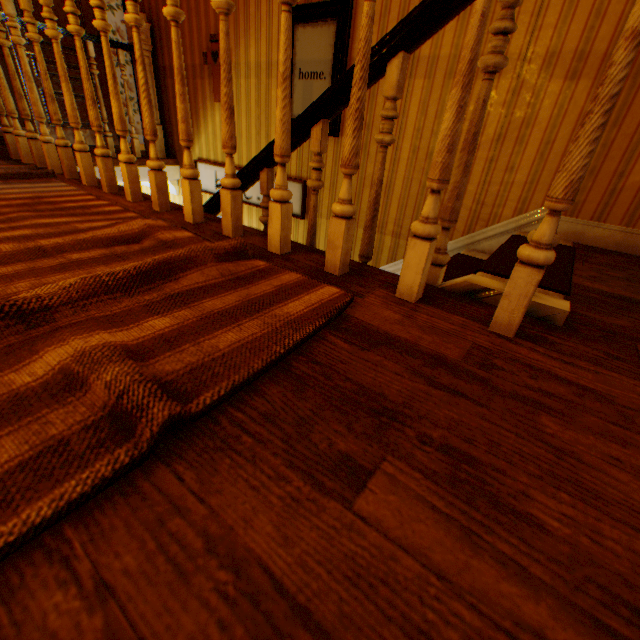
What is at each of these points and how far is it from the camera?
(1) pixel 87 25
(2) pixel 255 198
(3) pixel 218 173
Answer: (1) childactor, 4.94m
(2) picture frame, 4.08m
(3) picture frame, 4.33m

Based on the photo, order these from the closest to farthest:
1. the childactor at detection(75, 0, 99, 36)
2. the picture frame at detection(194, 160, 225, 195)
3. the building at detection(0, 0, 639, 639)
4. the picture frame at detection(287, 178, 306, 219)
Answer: the building at detection(0, 0, 639, 639), the picture frame at detection(287, 178, 306, 219), the picture frame at detection(194, 160, 225, 195), the childactor at detection(75, 0, 99, 36)

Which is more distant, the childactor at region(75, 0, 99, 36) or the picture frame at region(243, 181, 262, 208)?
the childactor at region(75, 0, 99, 36)

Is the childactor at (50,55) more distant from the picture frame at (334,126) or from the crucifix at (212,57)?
the picture frame at (334,126)

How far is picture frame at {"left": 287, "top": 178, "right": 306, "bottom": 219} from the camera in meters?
3.6 m

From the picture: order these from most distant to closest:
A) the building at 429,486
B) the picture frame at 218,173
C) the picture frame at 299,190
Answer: the picture frame at 218,173, the picture frame at 299,190, the building at 429,486

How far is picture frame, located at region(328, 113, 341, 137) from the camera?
3.08m

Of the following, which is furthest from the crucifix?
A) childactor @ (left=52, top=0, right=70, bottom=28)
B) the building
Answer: childactor @ (left=52, top=0, right=70, bottom=28)
